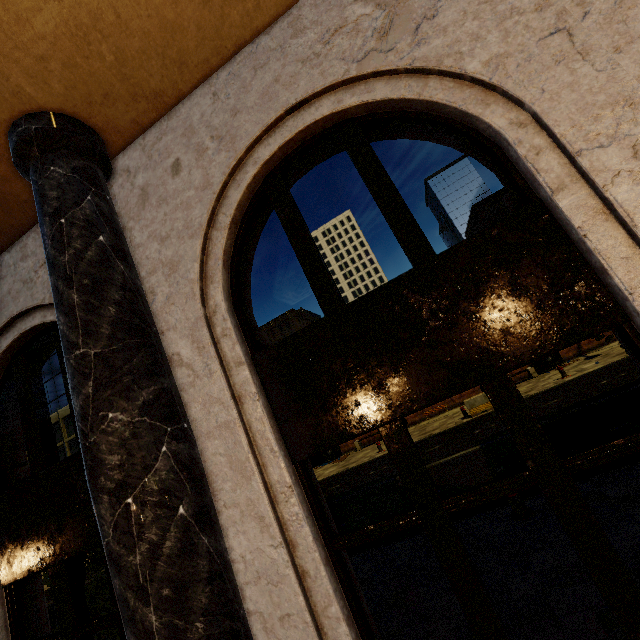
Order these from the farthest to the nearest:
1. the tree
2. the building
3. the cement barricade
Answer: the cement barricade < the tree < the building

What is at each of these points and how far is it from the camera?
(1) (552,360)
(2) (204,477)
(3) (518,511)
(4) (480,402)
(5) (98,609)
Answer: (1) dumpster, 18.80m
(2) building, 2.42m
(3) metal bar, 6.18m
(4) cement barricade, 16.19m
(5) tree, 5.56m

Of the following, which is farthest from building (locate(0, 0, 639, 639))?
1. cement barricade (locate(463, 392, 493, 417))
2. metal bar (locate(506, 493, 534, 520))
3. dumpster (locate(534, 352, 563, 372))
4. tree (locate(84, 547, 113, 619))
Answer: dumpster (locate(534, 352, 563, 372))

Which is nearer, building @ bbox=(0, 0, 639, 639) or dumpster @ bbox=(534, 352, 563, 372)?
building @ bbox=(0, 0, 639, 639)

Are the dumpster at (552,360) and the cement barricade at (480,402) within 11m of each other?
yes

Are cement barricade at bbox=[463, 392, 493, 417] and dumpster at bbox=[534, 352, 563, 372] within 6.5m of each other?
yes

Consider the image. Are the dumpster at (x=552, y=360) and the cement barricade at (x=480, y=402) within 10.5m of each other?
yes

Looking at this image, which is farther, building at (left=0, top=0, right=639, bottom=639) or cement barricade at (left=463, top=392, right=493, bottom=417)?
cement barricade at (left=463, top=392, right=493, bottom=417)
